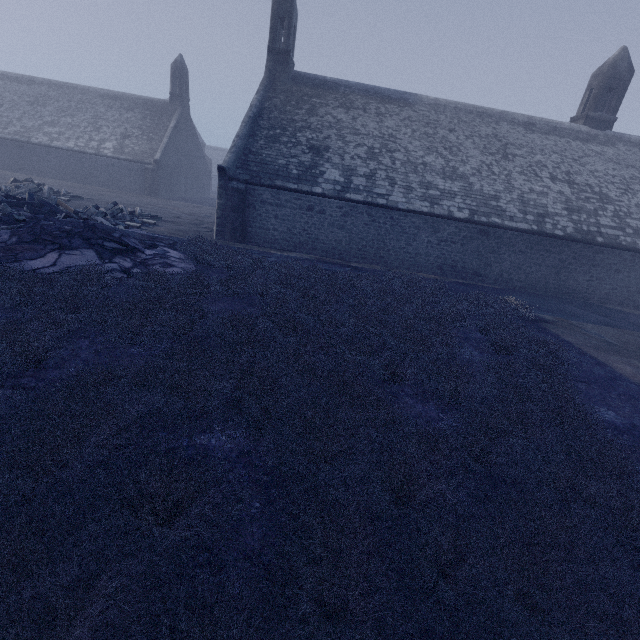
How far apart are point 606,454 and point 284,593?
4.4m

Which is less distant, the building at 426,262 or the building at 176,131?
the building at 426,262

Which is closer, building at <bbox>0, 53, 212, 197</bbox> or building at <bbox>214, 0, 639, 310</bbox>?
building at <bbox>214, 0, 639, 310</bbox>
